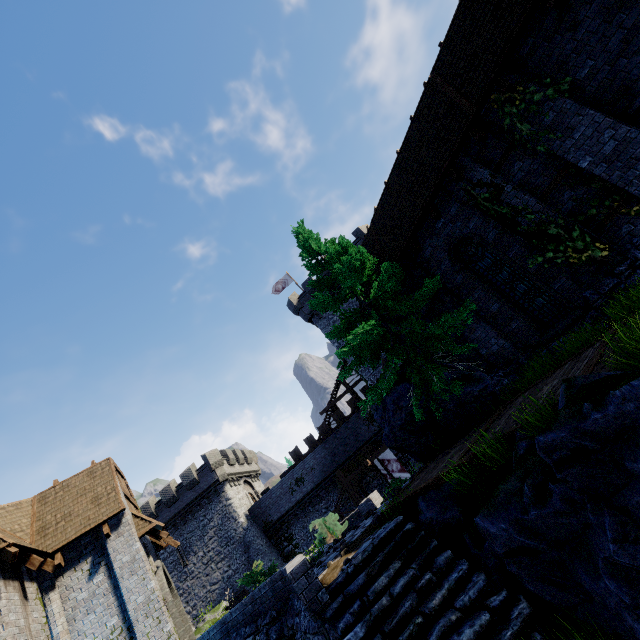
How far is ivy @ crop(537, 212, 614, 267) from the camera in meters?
7.9 m

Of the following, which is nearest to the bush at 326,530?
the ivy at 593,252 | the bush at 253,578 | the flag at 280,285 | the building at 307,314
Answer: the bush at 253,578

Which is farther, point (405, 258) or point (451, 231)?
point (405, 258)

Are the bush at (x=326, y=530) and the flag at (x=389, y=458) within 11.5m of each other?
yes

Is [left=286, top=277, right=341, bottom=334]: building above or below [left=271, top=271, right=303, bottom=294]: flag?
below

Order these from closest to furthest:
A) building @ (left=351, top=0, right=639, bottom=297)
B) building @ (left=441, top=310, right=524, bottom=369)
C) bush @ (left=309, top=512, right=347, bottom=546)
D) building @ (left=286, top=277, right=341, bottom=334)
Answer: building @ (left=351, top=0, right=639, bottom=297), building @ (left=441, top=310, right=524, bottom=369), bush @ (left=309, top=512, right=347, bottom=546), building @ (left=286, top=277, right=341, bottom=334)

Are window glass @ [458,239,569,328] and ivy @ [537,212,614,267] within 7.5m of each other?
yes

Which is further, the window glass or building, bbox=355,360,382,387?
building, bbox=355,360,382,387
